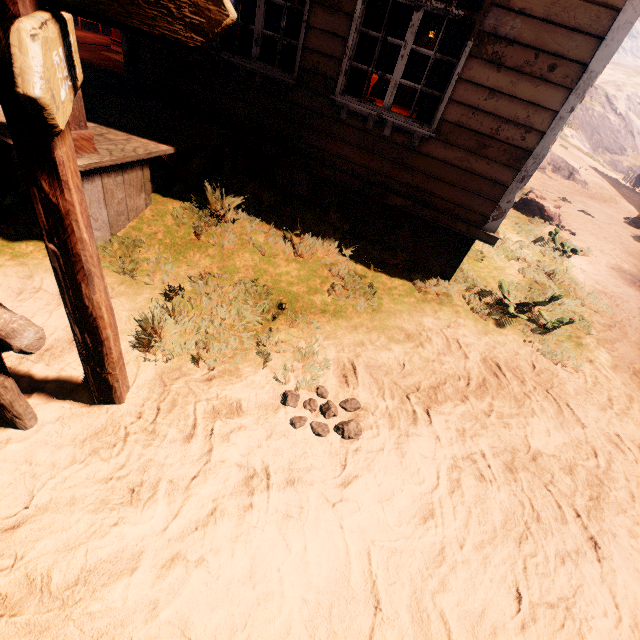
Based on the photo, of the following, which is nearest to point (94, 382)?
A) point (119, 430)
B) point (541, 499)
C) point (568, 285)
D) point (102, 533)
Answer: point (119, 430)

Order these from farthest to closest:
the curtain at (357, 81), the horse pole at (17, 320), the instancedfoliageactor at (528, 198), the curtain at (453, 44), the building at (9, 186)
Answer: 1. the instancedfoliageactor at (528, 198)
2. the curtain at (357, 81)
3. the curtain at (453, 44)
4. the building at (9, 186)
5. the horse pole at (17, 320)

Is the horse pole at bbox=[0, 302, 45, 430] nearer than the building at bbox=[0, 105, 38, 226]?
Yes

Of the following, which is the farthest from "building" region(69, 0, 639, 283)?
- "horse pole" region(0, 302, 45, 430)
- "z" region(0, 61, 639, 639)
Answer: "horse pole" region(0, 302, 45, 430)

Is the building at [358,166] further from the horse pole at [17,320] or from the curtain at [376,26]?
the horse pole at [17,320]

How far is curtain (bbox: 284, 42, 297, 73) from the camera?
4.4m

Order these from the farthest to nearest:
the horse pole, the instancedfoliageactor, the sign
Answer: the instancedfoliageactor < the horse pole < the sign
